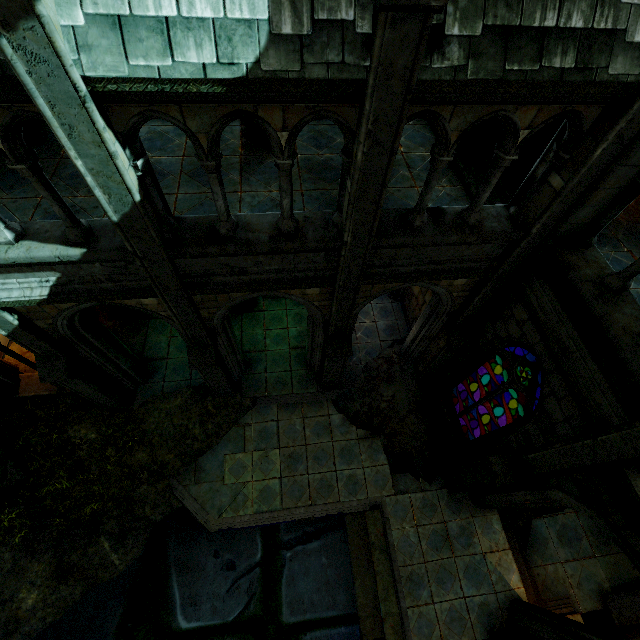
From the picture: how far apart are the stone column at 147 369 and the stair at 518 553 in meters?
11.1

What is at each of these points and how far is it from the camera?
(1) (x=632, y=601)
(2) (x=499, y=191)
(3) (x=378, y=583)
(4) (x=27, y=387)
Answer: (1) stair, 8.42m
(2) stair, 7.39m
(3) stone column, 8.05m
(4) wall trim, 9.14m

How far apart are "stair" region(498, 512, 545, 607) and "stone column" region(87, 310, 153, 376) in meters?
11.1 m

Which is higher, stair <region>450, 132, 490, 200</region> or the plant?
stair <region>450, 132, 490, 200</region>

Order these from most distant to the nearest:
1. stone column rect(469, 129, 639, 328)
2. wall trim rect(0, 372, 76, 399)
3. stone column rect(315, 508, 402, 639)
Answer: wall trim rect(0, 372, 76, 399), stone column rect(315, 508, 402, 639), stone column rect(469, 129, 639, 328)

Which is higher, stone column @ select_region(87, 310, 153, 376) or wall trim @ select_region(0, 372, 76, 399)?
wall trim @ select_region(0, 372, 76, 399)

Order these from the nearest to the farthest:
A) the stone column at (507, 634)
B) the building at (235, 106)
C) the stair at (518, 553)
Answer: the building at (235, 106) < the stone column at (507, 634) < the stair at (518, 553)

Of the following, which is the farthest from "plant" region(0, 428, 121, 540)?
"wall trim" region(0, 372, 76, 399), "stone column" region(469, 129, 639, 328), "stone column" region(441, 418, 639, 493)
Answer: "stone column" region(469, 129, 639, 328)
